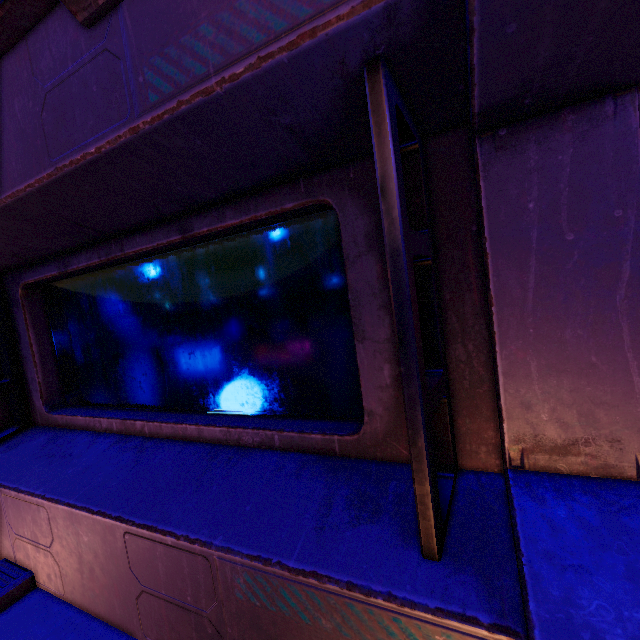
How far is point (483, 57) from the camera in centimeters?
83cm
